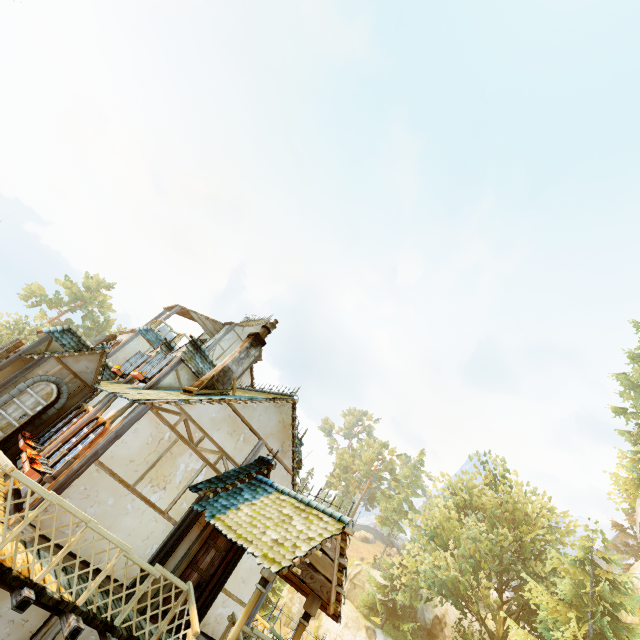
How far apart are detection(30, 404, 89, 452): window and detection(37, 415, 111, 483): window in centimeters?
76cm

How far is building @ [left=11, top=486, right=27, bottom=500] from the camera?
7.0 meters

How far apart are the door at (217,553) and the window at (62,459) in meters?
3.6 m

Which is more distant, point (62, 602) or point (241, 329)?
point (241, 329)

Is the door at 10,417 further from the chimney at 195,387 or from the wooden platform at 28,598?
the chimney at 195,387

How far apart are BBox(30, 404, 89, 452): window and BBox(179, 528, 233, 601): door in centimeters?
505cm

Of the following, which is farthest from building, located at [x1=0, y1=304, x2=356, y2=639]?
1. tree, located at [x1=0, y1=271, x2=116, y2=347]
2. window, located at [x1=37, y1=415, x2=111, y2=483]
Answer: tree, located at [x1=0, y1=271, x2=116, y2=347]

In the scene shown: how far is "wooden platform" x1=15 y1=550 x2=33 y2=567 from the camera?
5.3 meters
